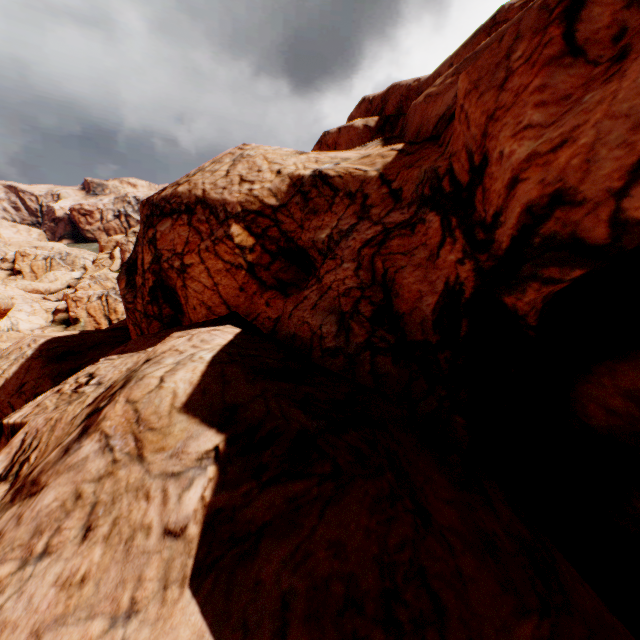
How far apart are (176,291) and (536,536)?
12.1 meters
